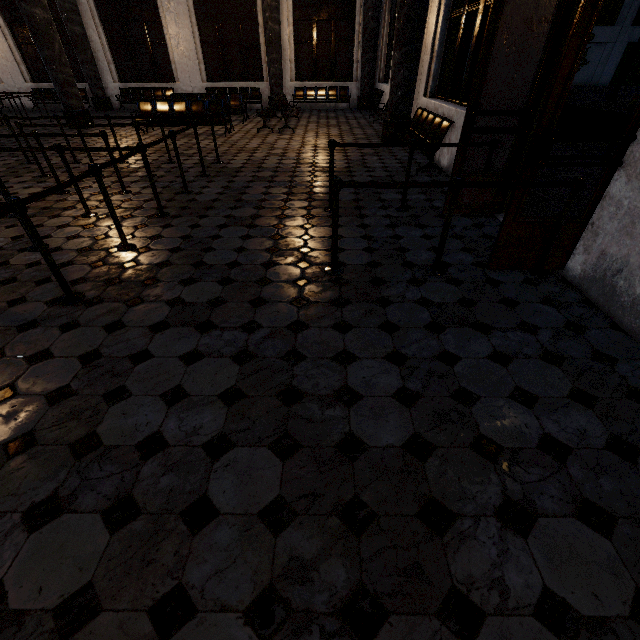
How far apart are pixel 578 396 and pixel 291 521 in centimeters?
185cm
